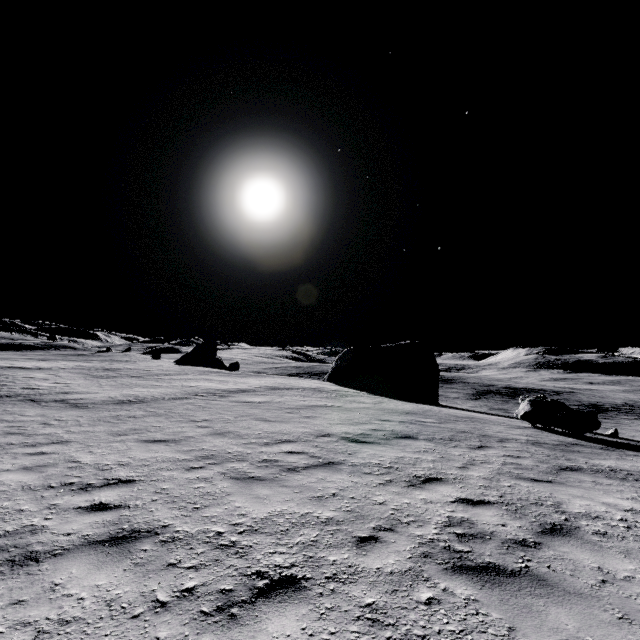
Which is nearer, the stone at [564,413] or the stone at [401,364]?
the stone at [564,413]

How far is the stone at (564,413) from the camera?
12.8 meters

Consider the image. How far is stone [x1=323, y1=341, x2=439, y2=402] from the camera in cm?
3169

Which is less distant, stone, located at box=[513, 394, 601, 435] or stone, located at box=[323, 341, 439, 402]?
stone, located at box=[513, 394, 601, 435]

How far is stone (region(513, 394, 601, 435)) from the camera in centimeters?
1279cm

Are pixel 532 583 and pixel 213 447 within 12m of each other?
yes
